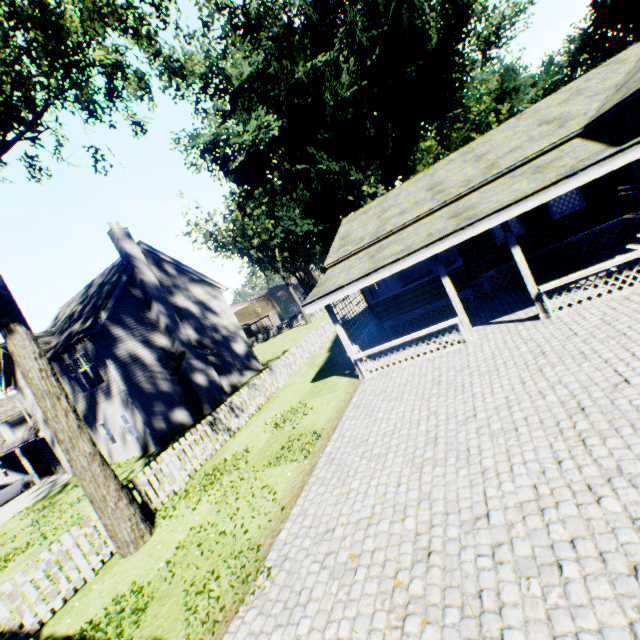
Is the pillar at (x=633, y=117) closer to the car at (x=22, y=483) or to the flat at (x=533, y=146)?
the flat at (x=533, y=146)

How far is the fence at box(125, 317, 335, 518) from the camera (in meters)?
9.61

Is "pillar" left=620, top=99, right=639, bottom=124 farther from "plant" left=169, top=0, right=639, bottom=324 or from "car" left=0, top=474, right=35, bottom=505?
"car" left=0, top=474, right=35, bottom=505

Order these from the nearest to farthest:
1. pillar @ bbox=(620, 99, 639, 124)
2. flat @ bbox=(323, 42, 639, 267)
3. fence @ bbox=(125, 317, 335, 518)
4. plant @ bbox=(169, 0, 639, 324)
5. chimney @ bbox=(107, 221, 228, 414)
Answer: pillar @ bbox=(620, 99, 639, 124) < fence @ bbox=(125, 317, 335, 518) < flat @ bbox=(323, 42, 639, 267) < chimney @ bbox=(107, 221, 228, 414) < plant @ bbox=(169, 0, 639, 324)

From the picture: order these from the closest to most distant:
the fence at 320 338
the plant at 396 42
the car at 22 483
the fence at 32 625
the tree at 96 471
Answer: the fence at 32 625, the tree at 96 471, the fence at 320 338, the car at 22 483, the plant at 396 42

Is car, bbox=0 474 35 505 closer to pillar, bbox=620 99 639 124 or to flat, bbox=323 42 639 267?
flat, bbox=323 42 639 267

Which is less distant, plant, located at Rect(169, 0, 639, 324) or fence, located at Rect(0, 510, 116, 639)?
fence, located at Rect(0, 510, 116, 639)

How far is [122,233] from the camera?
19.0 meters
